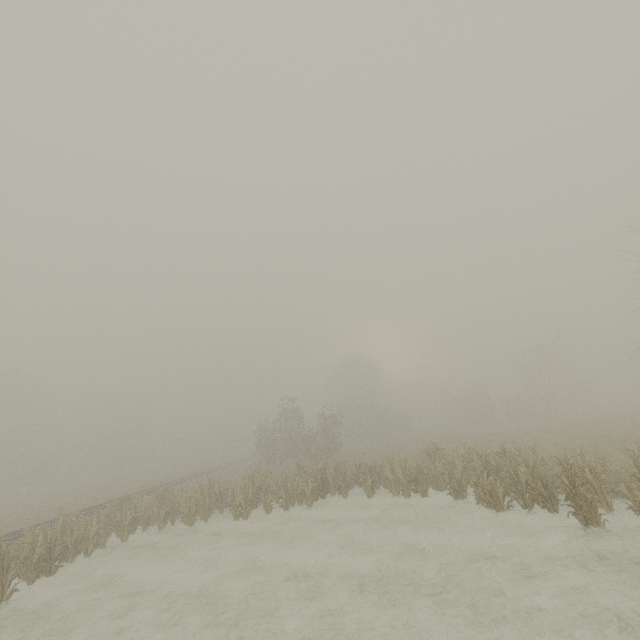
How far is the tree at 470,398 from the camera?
48.0m

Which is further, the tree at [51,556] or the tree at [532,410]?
the tree at [532,410]

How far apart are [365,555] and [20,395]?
55.59m

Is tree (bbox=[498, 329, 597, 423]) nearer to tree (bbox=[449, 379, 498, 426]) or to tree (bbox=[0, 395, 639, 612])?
Answer: tree (bbox=[449, 379, 498, 426])

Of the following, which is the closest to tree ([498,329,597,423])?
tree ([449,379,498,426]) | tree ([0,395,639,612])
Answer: tree ([449,379,498,426])

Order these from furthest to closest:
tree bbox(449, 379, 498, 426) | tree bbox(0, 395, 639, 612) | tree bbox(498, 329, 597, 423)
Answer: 1. tree bbox(449, 379, 498, 426)
2. tree bbox(498, 329, 597, 423)
3. tree bbox(0, 395, 639, 612)

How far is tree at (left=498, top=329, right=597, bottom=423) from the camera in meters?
40.2
